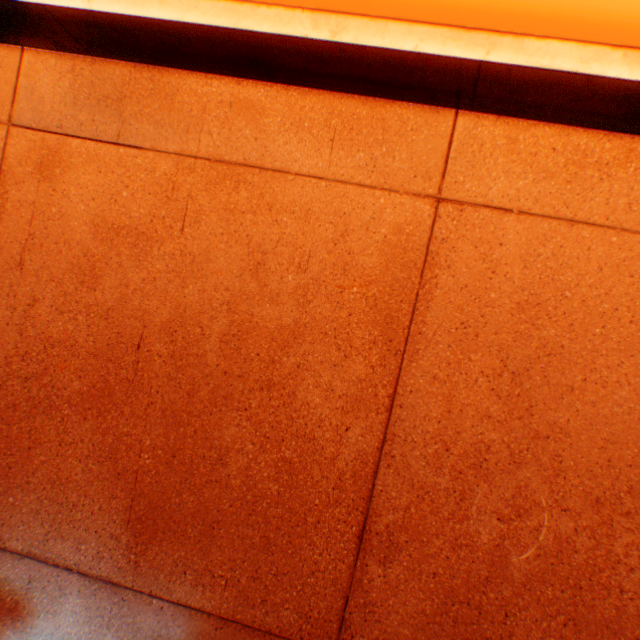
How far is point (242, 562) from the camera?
1.1m
